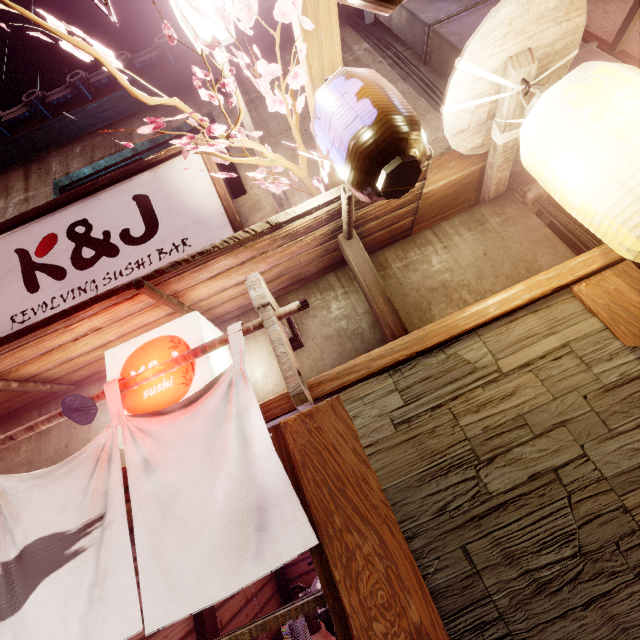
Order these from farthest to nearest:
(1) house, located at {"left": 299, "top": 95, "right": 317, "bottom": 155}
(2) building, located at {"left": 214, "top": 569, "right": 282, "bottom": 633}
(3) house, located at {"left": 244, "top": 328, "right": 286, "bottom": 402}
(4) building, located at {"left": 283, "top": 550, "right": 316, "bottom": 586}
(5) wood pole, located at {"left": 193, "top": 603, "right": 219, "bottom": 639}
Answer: (4) building, located at {"left": 283, "top": 550, "right": 316, "bottom": 586}
(2) building, located at {"left": 214, "top": 569, "right": 282, "bottom": 633}
(5) wood pole, located at {"left": 193, "top": 603, "right": 219, "bottom": 639}
(1) house, located at {"left": 299, "top": 95, "right": 317, "bottom": 155}
(3) house, located at {"left": 244, "top": 328, "right": 286, "bottom": 402}

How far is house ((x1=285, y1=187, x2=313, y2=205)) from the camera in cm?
549

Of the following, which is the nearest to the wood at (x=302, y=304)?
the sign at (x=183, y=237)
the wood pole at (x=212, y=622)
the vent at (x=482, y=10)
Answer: the sign at (x=183, y=237)

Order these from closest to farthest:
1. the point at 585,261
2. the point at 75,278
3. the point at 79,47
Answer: the point at 79,47
the point at 585,261
the point at 75,278

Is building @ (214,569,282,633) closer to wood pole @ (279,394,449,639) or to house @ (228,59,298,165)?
wood pole @ (279,394,449,639)

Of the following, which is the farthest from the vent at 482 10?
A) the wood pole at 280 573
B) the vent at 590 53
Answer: the wood pole at 280 573

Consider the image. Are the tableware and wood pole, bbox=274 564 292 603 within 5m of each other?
no
